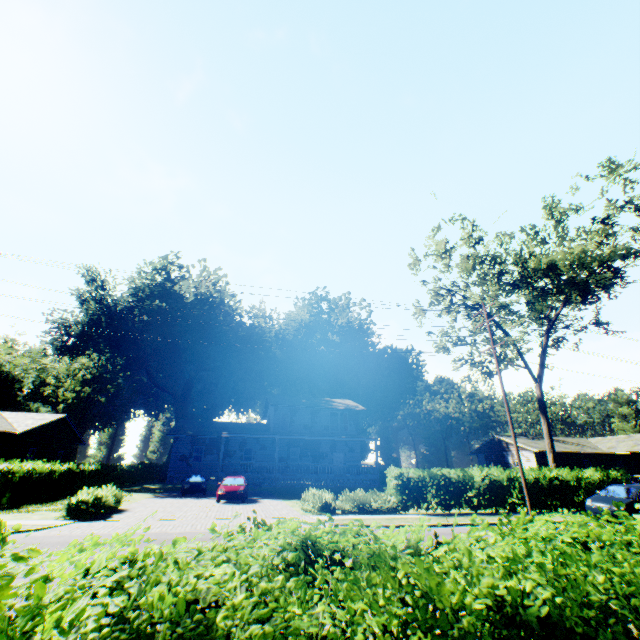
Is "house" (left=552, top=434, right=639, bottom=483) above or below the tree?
below

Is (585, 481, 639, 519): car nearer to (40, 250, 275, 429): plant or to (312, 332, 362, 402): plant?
(40, 250, 275, 429): plant

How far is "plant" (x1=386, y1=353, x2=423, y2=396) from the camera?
56.4 meters

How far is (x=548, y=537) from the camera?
2.0m

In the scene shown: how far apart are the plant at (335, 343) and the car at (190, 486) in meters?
29.1

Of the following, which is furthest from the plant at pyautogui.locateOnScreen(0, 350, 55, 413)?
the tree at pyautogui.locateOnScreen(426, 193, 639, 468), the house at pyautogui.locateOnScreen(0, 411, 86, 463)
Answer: the tree at pyautogui.locateOnScreen(426, 193, 639, 468)

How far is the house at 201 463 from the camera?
30.2m

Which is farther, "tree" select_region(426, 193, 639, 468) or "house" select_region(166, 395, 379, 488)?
"house" select_region(166, 395, 379, 488)
